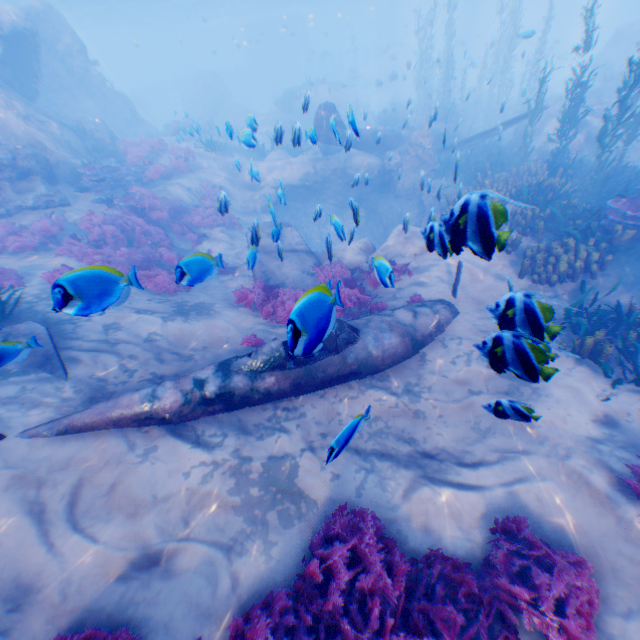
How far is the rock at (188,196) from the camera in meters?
8.9 m

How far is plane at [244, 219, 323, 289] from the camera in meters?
6.4

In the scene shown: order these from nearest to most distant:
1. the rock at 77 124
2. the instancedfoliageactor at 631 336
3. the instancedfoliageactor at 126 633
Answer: the instancedfoliageactor at 126 633, the instancedfoliageactor at 631 336, the rock at 77 124

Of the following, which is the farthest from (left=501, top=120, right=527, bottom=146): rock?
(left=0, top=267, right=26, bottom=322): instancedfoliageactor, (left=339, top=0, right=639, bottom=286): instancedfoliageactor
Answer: (left=0, top=267, right=26, bottom=322): instancedfoliageactor

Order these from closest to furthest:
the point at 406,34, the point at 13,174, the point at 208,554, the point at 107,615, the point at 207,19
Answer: the point at 107,615 → the point at 208,554 → the point at 13,174 → the point at 406,34 → the point at 207,19

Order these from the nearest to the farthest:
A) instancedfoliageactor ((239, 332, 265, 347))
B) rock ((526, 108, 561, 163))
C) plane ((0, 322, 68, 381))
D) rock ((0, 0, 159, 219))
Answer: plane ((0, 322, 68, 381))
instancedfoliageactor ((239, 332, 265, 347))
rock ((0, 0, 159, 219))
rock ((526, 108, 561, 163))

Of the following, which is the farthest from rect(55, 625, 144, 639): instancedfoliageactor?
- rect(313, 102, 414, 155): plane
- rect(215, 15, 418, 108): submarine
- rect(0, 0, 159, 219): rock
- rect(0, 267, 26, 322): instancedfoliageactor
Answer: rect(215, 15, 418, 108): submarine

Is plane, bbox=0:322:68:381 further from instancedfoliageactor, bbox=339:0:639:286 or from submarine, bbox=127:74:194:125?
submarine, bbox=127:74:194:125
